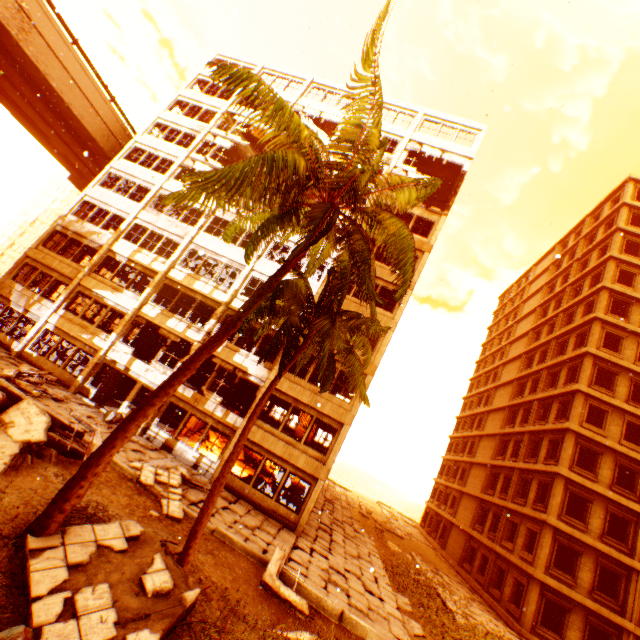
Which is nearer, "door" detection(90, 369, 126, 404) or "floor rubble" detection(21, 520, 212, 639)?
"floor rubble" detection(21, 520, 212, 639)

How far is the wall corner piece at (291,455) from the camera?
16.48m

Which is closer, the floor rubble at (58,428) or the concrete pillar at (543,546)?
the floor rubble at (58,428)

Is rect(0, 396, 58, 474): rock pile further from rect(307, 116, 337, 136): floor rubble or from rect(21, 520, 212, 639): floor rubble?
rect(307, 116, 337, 136): floor rubble

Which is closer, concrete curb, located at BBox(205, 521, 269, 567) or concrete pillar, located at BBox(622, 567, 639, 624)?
concrete curb, located at BBox(205, 521, 269, 567)

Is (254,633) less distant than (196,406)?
Yes

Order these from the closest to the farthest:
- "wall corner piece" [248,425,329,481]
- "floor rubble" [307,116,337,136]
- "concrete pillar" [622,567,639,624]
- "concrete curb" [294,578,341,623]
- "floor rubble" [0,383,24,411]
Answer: "floor rubble" [0,383,24,411] < "concrete curb" [294,578,341,623] < "wall corner piece" [248,425,329,481] < "concrete pillar" [622,567,639,624] < "floor rubble" [307,116,337,136]

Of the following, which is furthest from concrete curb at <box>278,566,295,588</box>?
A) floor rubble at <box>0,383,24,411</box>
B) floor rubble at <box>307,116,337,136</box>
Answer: floor rubble at <box>307,116,337,136</box>
